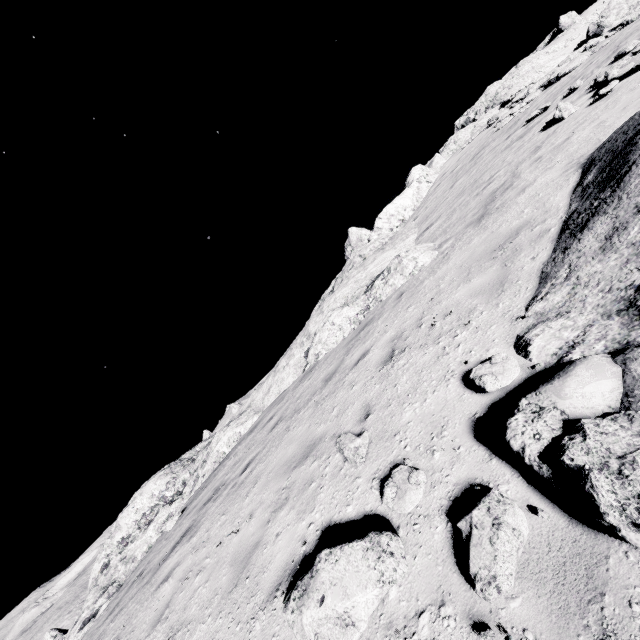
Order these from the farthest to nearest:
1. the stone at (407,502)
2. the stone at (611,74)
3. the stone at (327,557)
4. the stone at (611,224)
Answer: the stone at (611,74) < the stone at (407,502) < the stone at (327,557) < the stone at (611,224)

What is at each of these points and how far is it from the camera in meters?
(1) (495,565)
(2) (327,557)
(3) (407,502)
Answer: (1) stone, 2.2 m
(2) stone, 3.0 m
(3) stone, 3.2 m

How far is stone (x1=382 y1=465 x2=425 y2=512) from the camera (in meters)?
3.16

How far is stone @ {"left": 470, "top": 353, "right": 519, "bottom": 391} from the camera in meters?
3.5 m

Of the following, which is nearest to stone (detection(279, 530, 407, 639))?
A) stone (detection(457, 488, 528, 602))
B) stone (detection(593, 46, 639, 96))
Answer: stone (detection(457, 488, 528, 602))

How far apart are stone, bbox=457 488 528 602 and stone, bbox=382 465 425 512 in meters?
0.5

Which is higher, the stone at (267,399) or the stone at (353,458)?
the stone at (267,399)

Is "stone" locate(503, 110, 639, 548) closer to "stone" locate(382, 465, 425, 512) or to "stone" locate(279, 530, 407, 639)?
"stone" locate(382, 465, 425, 512)
